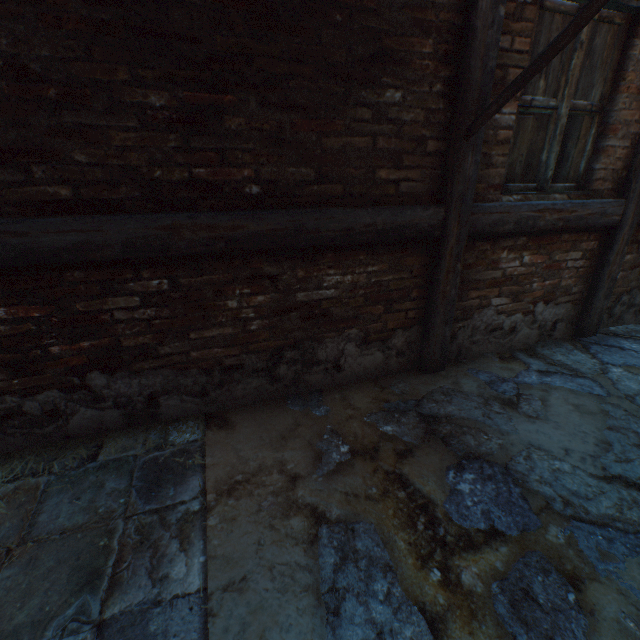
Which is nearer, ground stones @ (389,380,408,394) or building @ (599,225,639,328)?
ground stones @ (389,380,408,394)

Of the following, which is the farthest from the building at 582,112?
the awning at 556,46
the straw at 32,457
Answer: the straw at 32,457

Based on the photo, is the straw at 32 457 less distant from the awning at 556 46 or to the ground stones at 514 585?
the ground stones at 514 585

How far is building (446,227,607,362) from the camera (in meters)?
2.79

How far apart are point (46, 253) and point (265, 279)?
1.19m

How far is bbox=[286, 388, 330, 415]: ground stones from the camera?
2.42m

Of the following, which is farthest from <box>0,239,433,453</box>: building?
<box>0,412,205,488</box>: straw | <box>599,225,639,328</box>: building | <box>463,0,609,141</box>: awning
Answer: <box>599,225,639,328</box>: building

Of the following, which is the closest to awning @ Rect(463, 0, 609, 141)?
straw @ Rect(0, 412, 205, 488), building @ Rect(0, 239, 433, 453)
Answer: building @ Rect(0, 239, 433, 453)
